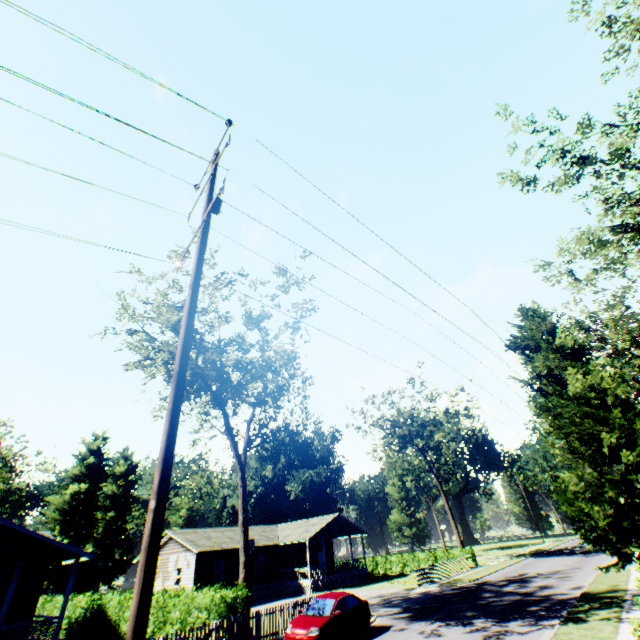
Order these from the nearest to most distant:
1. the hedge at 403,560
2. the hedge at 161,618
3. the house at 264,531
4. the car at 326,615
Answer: the car at 326,615 → the hedge at 161,618 → the house at 264,531 → the hedge at 403,560

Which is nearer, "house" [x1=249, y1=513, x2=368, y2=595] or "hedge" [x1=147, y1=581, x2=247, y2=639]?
"hedge" [x1=147, y1=581, x2=247, y2=639]

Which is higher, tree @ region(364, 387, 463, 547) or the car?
tree @ region(364, 387, 463, 547)

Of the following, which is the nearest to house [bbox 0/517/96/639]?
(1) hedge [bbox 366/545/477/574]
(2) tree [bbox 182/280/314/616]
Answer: (2) tree [bbox 182/280/314/616]

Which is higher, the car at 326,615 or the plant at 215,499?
the plant at 215,499

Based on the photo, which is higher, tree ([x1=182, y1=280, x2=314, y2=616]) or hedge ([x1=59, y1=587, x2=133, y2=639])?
tree ([x1=182, y1=280, x2=314, y2=616])

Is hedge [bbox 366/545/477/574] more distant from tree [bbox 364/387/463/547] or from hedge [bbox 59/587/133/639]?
hedge [bbox 59/587/133/639]

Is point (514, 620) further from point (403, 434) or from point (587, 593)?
point (403, 434)
